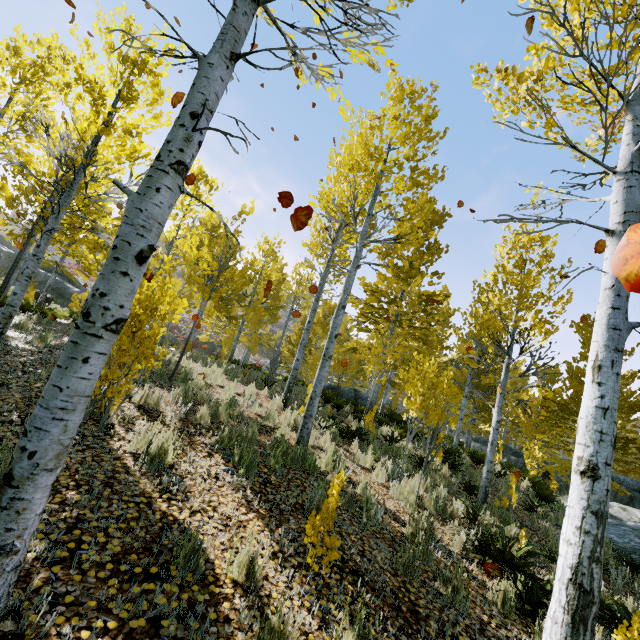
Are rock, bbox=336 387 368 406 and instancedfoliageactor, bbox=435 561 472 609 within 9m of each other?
no

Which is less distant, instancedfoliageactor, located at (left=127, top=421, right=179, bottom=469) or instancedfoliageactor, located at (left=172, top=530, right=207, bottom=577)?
instancedfoliageactor, located at (left=172, top=530, right=207, bottom=577)

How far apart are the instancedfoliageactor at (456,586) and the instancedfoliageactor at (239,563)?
2.4 meters

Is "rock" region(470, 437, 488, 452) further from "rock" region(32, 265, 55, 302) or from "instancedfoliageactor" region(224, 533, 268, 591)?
"rock" region(32, 265, 55, 302)

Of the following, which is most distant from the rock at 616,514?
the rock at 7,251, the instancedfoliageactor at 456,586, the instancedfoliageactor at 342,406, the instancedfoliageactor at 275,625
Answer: the rock at 7,251

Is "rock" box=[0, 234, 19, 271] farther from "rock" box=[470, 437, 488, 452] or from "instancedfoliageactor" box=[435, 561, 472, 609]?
"instancedfoliageactor" box=[435, 561, 472, 609]

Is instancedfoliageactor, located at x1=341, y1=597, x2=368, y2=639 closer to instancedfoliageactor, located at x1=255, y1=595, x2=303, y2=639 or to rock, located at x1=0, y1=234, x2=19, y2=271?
instancedfoliageactor, located at x1=255, y1=595, x2=303, y2=639

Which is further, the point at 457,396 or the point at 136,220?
the point at 457,396
